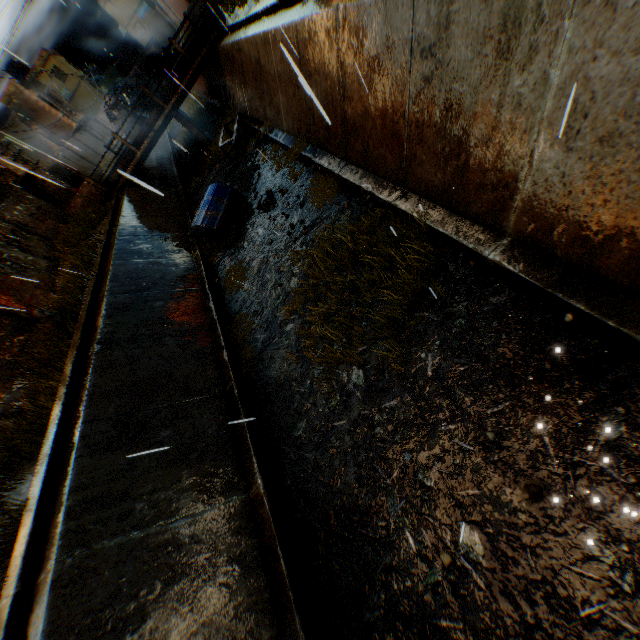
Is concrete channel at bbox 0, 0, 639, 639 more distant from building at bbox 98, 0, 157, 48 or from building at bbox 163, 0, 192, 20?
building at bbox 98, 0, 157, 48

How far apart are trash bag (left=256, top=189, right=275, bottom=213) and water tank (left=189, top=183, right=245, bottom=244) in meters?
1.2 m

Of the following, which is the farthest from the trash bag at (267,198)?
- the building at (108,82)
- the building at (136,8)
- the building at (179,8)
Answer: the building at (136,8)

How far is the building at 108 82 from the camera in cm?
4009

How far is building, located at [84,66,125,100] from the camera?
40.1m

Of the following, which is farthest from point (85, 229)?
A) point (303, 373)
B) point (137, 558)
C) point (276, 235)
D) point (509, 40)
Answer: point (509, 40)

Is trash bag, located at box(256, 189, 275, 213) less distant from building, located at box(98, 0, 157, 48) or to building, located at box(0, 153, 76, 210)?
building, located at box(0, 153, 76, 210)

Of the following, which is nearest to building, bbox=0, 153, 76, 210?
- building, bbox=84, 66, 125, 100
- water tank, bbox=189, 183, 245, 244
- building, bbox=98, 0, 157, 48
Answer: building, bbox=84, 66, 125, 100
